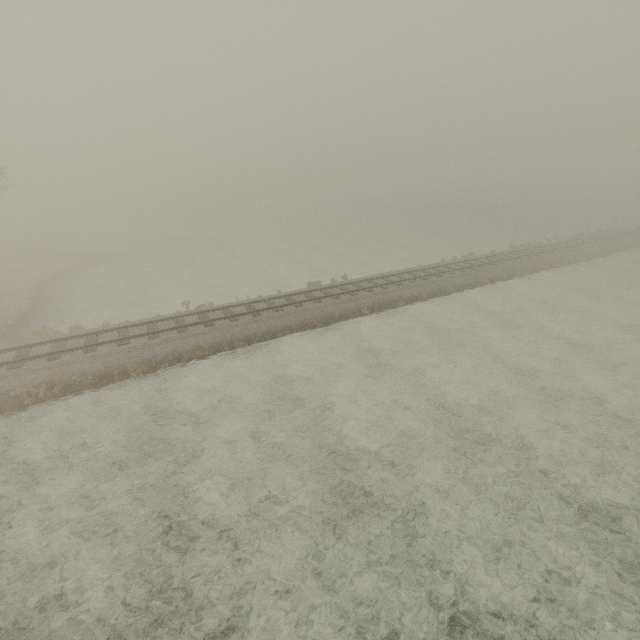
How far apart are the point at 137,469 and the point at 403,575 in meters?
8.6
